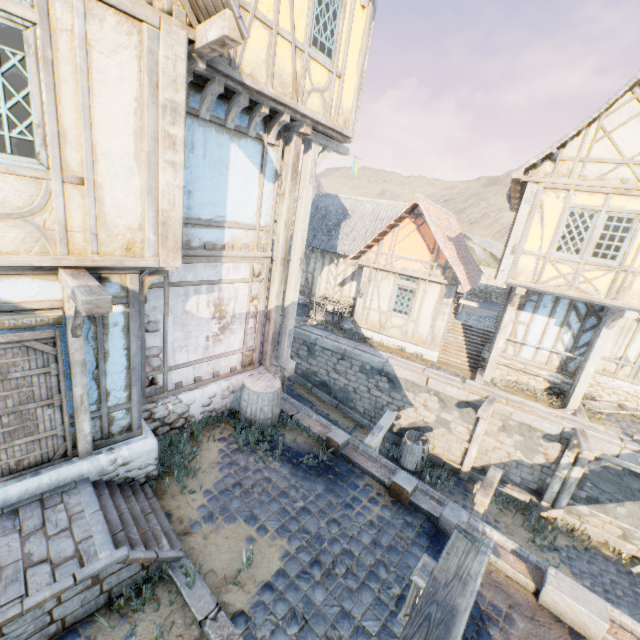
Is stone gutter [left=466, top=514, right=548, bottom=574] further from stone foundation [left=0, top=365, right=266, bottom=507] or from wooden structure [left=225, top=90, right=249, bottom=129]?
wooden structure [left=225, top=90, right=249, bottom=129]

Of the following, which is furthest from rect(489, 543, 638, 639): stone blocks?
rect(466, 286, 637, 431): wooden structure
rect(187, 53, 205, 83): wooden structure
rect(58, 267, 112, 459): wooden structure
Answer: rect(187, 53, 205, 83): wooden structure

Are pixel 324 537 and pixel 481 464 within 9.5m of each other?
yes

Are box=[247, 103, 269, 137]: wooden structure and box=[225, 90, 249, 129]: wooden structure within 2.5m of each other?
yes

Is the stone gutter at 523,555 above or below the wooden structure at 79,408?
below

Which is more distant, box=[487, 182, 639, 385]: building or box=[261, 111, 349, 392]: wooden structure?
box=[487, 182, 639, 385]: building

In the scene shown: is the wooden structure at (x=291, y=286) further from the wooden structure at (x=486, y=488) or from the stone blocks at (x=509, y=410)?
the stone blocks at (x=509, y=410)

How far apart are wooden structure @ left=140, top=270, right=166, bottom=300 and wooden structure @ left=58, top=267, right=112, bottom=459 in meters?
0.7
